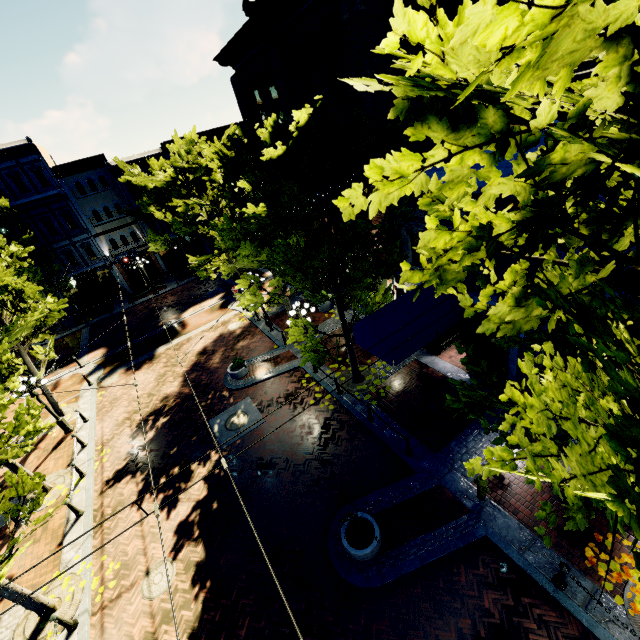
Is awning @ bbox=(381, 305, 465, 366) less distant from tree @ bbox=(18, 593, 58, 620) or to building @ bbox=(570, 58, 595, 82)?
tree @ bbox=(18, 593, 58, 620)

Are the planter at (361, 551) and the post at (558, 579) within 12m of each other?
yes

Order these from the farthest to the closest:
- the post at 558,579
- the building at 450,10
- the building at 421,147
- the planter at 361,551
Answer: the building at 421,147
the building at 450,10
the planter at 361,551
the post at 558,579

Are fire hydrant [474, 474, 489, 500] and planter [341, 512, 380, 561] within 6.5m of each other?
yes

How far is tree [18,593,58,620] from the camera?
8.8 meters

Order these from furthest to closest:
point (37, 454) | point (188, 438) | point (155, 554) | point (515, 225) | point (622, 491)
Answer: point (37, 454) < point (188, 438) < point (155, 554) < point (515, 225) < point (622, 491)

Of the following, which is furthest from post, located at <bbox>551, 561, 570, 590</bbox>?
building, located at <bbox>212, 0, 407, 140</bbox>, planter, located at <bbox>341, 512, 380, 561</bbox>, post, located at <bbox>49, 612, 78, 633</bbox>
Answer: building, located at <bbox>212, 0, 407, 140</bbox>

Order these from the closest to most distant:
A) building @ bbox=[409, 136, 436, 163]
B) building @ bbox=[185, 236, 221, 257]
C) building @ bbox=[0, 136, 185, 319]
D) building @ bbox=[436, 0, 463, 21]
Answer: building @ bbox=[436, 0, 463, 21] → building @ bbox=[409, 136, 436, 163] → building @ bbox=[0, 136, 185, 319] → building @ bbox=[185, 236, 221, 257]
